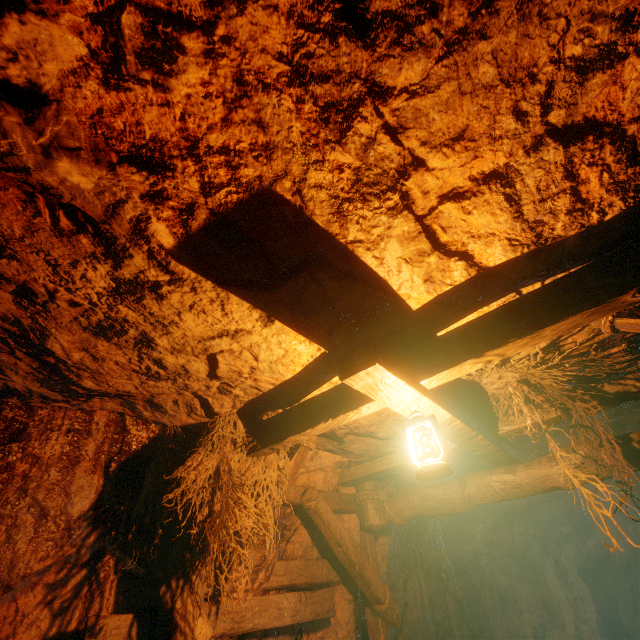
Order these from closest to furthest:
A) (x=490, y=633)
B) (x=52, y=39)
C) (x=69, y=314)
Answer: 1. (x=52, y=39)
2. (x=69, y=314)
3. (x=490, y=633)

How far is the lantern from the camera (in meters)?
2.03

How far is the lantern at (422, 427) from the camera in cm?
203

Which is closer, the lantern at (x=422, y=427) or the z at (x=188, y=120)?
the z at (x=188, y=120)

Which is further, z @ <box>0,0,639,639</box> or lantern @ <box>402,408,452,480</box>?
lantern @ <box>402,408,452,480</box>
